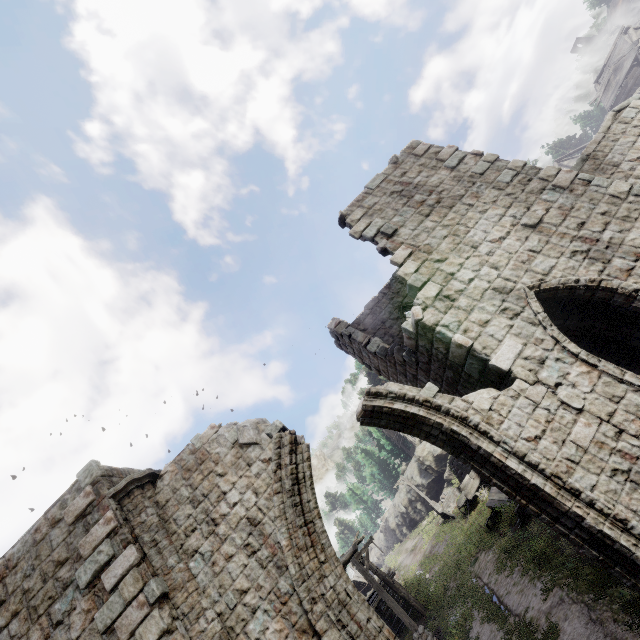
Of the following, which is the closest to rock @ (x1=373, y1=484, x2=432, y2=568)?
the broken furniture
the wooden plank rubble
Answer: the broken furniture

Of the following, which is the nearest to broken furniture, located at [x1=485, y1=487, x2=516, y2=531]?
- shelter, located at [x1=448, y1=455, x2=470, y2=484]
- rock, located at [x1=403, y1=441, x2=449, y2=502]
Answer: shelter, located at [x1=448, y1=455, x2=470, y2=484]

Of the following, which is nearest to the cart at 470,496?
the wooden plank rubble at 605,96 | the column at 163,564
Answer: the column at 163,564

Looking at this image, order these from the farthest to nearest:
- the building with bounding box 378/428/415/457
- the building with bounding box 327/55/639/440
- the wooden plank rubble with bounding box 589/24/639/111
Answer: the building with bounding box 378/428/415/457 → the wooden plank rubble with bounding box 589/24/639/111 → the building with bounding box 327/55/639/440

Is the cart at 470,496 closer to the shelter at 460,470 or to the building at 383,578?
the shelter at 460,470

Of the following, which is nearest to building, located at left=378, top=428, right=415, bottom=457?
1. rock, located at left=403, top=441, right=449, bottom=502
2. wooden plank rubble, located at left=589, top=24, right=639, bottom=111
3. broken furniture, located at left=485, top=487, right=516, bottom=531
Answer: rock, located at left=403, top=441, right=449, bottom=502

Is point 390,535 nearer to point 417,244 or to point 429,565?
point 429,565

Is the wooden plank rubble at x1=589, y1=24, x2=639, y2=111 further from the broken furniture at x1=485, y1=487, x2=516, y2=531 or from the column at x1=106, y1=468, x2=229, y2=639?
the column at x1=106, y1=468, x2=229, y2=639
